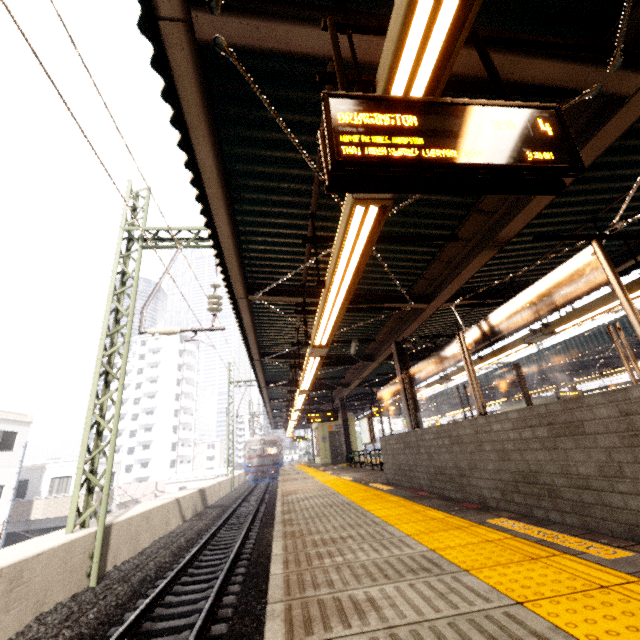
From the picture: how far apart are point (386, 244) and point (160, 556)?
9.1m

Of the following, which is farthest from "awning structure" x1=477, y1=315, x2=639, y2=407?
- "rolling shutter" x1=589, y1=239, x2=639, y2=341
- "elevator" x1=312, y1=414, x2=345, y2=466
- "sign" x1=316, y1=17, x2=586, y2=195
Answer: "rolling shutter" x1=589, y1=239, x2=639, y2=341

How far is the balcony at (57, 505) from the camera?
21.7m

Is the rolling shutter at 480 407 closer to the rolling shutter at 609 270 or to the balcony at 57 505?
the rolling shutter at 609 270

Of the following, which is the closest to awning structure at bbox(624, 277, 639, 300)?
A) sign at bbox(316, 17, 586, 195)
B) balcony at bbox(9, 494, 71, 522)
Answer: sign at bbox(316, 17, 586, 195)

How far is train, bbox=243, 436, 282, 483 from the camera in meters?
29.9

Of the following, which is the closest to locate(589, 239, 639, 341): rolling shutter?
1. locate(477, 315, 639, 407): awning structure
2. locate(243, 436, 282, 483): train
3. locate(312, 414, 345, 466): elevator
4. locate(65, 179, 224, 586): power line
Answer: locate(65, 179, 224, 586): power line

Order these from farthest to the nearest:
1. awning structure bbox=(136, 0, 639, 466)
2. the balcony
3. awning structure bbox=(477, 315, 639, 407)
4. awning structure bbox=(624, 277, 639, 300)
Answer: the balcony → awning structure bbox=(477, 315, 639, 407) → awning structure bbox=(624, 277, 639, 300) → awning structure bbox=(136, 0, 639, 466)
